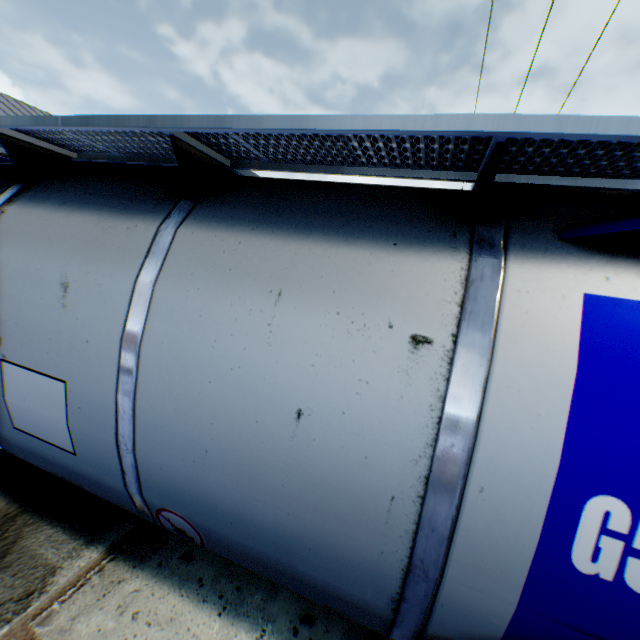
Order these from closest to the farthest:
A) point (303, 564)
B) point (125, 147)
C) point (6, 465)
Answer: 1. point (303, 564)
2. point (125, 147)
3. point (6, 465)

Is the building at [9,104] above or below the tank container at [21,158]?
above

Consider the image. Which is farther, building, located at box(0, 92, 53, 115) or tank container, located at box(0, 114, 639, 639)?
building, located at box(0, 92, 53, 115)

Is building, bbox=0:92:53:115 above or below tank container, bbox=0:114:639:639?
above

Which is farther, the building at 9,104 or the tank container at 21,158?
the building at 9,104
